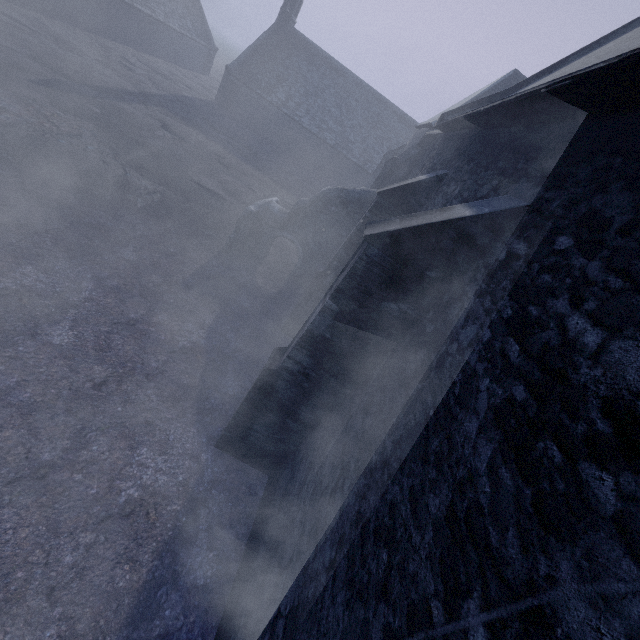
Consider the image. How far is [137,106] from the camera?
17.75m

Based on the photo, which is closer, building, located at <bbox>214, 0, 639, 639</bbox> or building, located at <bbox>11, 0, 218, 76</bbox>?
building, located at <bbox>214, 0, 639, 639</bbox>

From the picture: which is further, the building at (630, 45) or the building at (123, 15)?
the building at (123, 15)
